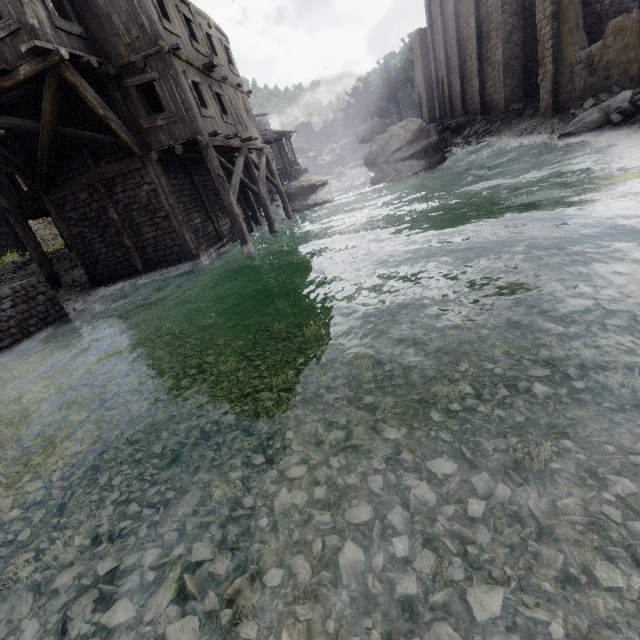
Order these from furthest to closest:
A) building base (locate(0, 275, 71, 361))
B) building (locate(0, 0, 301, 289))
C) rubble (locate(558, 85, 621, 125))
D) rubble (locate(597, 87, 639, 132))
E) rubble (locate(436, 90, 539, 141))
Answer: rubble (locate(436, 90, 539, 141))
rubble (locate(558, 85, 621, 125))
rubble (locate(597, 87, 639, 132))
building (locate(0, 0, 301, 289))
building base (locate(0, 275, 71, 361))

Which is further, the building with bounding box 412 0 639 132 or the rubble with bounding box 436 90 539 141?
the rubble with bounding box 436 90 539 141

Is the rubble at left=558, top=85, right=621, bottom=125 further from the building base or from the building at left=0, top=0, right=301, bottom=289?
the building base

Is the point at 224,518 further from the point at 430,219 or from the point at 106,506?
the point at 430,219

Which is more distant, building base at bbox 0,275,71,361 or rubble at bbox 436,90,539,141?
rubble at bbox 436,90,539,141

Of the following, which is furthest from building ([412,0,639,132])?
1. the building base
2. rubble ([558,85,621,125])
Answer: the building base

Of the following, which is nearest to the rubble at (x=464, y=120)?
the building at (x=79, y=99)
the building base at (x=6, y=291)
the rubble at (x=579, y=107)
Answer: the building at (x=79, y=99)

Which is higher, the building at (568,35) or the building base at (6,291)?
the building at (568,35)
